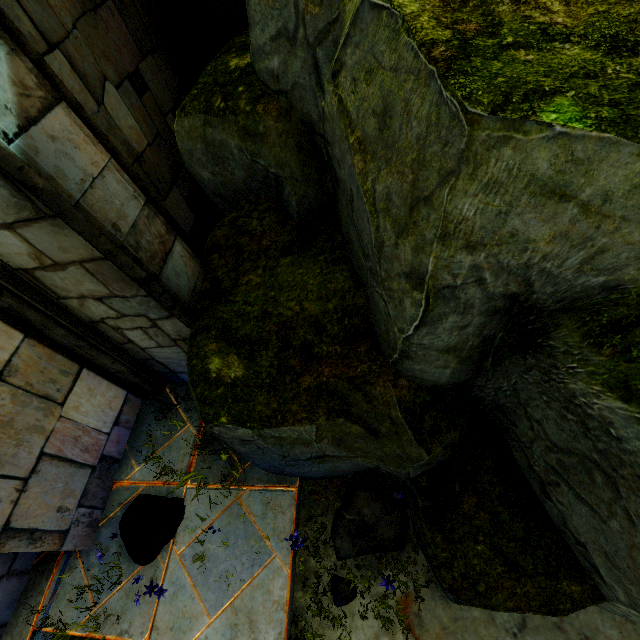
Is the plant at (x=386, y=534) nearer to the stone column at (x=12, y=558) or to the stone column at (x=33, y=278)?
the stone column at (x=33, y=278)

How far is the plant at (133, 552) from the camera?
2.9m

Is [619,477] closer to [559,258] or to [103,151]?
[559,258]

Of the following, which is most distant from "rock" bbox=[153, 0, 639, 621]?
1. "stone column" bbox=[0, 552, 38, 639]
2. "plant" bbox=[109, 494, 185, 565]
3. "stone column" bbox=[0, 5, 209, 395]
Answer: "stone column" bbox=[0, 552, 38, 639]

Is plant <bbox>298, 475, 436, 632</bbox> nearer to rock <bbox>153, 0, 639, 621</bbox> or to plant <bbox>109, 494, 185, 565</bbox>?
rock <bbox>153, 0, 639, 621</bbox>

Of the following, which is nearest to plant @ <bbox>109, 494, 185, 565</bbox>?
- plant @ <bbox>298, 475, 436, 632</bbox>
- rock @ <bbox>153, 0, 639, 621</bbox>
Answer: rock @ <bbox>153, 0, 639, 621</bbox>

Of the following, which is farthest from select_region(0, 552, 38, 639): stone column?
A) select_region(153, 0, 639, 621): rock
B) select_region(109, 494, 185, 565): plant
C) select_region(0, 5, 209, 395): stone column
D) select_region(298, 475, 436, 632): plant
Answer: select_region(298, 475, 436, 632): plant

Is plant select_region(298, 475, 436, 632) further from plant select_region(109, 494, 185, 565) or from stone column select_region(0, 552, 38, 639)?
stone column select_region(0, 552, 38, 639)
